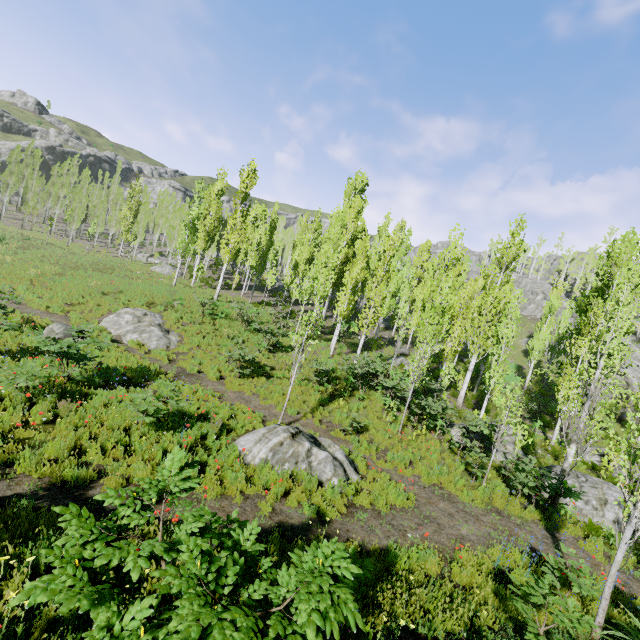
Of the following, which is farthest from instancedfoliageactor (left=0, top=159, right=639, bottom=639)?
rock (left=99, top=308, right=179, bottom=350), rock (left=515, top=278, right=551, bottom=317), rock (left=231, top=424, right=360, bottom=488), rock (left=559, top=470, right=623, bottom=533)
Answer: rock (left=99, top=308, right=179, bottom=350)

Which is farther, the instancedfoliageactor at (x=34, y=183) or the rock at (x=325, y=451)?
the instancedfoliageactor at (x=34, y=183)

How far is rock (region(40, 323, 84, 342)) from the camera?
13.48m

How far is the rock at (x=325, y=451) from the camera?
8.5m

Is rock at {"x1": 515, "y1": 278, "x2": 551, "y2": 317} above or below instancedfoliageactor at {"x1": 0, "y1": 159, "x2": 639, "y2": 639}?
above

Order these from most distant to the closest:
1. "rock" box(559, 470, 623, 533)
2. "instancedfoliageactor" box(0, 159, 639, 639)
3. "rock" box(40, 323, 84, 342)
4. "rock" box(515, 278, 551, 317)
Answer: "rock" box(515, 278, 551, 317), "rock" box(40, 323, 84, 342), "rock" box(559, 470, 623, 533), "instancedfoliageactor" box(0, 159, 639, 639)

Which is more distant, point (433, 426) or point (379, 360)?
point (379, 360)
